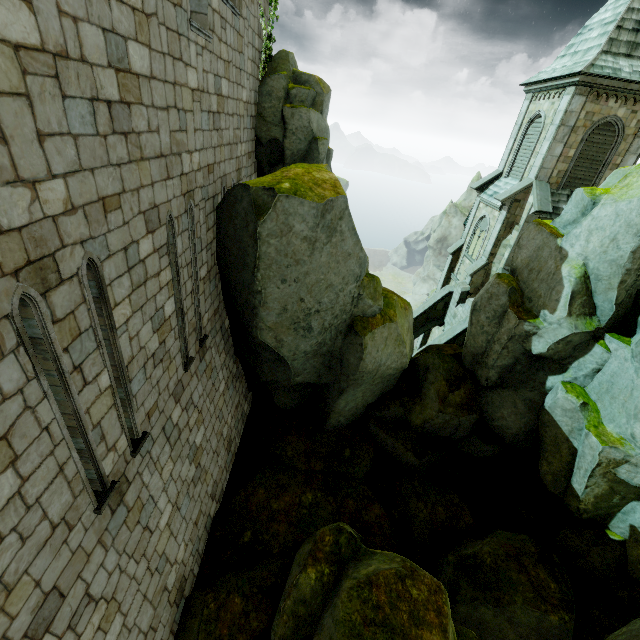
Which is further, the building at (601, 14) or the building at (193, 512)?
the building at (601, 14)

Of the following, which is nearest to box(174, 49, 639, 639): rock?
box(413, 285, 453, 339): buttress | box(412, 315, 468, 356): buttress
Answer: box(412, 315, 468, 356): buttress

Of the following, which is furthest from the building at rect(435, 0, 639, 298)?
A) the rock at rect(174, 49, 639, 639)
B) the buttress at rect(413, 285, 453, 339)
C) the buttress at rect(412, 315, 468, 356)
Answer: the rock at rect(174, 49, 639, 639)

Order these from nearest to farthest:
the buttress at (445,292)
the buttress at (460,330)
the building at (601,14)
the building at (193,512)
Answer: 1. the building at (193,512)
2. the building at (601,14)
3. the buttress at (460,330)
4. the buttress at (445,292)

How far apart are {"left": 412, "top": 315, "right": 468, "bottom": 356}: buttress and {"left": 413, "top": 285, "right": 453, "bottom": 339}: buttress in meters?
3.2 m

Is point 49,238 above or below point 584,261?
above

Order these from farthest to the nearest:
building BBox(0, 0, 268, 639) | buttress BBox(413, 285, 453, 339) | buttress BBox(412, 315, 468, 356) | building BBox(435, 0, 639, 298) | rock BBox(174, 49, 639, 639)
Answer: buttress BBox(413, 285, 453, 339), buttress BBox(412, 315, 468, 356), building BBox(435, 0, 639, 298), rock BBox(174, 49, 639, 639), building BBox(0, 0, 268, 639)

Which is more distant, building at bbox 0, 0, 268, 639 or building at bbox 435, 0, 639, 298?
building at bbox 435, 0, 639, 298
